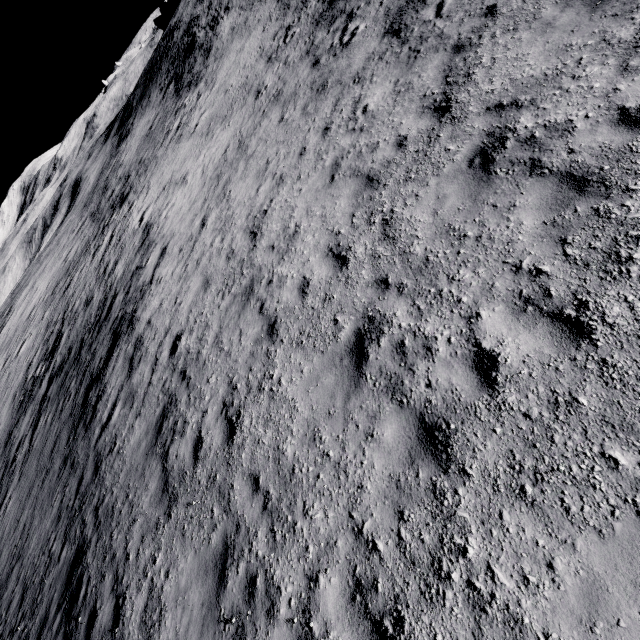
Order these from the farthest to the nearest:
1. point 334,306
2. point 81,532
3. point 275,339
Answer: point 81,532 < point 275,339 < point 334,306
